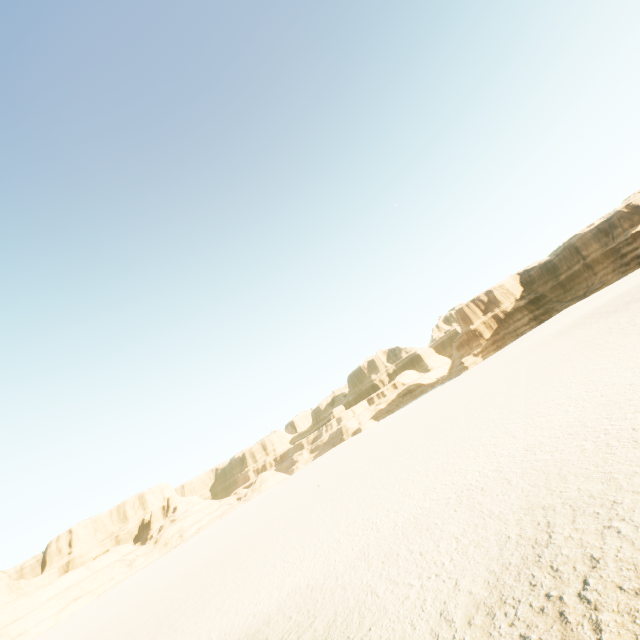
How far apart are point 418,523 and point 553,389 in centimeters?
980cm
